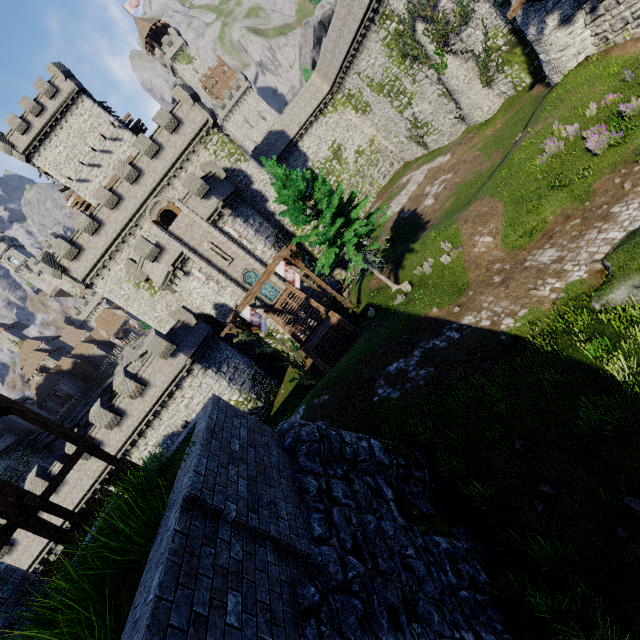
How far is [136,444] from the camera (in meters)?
26.61

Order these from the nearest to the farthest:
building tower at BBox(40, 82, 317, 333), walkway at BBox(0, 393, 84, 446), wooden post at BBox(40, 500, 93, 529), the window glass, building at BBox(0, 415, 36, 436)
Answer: walkway at BBox(0, 393, 84, 446), wooden post at BBox(40, 500, 93, 529), building tower at BBox(40, 82, 317, 333), the window glass, building at BBox(0, 415, 36, 436)

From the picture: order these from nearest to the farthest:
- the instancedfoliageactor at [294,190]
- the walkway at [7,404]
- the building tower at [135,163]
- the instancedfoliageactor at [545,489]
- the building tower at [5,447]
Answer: the instancedfoliageactor at [545,489] → the walkway at [7,404] → the instancedfoliageactor at [294,190] → the building tower at [135,163] → the building tower at [5,447]

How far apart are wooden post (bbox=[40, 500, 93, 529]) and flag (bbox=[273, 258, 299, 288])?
15.28m

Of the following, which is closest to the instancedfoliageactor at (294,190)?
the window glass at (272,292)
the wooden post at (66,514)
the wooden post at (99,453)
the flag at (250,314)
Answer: the flag at (250,314)

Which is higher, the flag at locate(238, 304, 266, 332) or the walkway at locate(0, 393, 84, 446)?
the walkway at locate(0, 393, 84, 446)

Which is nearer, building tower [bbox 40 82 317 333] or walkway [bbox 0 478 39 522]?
walkway [bbox 0 478 39 522]

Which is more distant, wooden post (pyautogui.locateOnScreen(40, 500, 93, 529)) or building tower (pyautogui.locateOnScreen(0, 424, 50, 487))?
building tower (pyautogui.locateOnScreen(0, 424, 50, 487))
